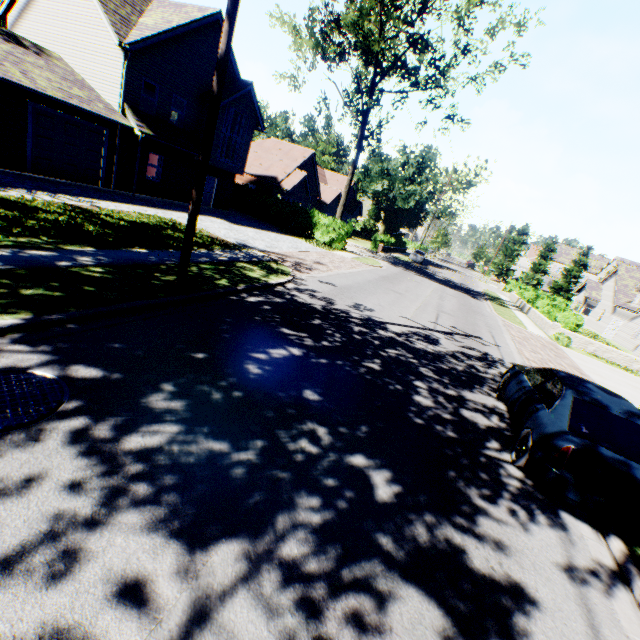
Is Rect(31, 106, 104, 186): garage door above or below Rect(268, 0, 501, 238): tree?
below

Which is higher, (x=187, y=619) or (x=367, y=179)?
(x=367, y=179)

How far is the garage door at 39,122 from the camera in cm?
1456

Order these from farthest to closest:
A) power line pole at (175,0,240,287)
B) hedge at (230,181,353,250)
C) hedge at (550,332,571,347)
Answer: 1. hedge at (230,181,353,250)
2. hedge at (550,332,571,347)
3. power line pole at (175,0,240,287)

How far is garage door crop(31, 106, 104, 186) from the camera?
14.56m

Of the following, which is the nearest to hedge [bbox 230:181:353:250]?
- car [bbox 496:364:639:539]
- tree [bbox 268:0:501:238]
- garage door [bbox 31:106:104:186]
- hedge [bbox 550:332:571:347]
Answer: tree [bbox 268:0:501:238]

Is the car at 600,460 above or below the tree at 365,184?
below

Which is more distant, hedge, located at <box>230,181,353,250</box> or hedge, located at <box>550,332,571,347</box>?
hedge, located at <box>230,181,353,250</box>
